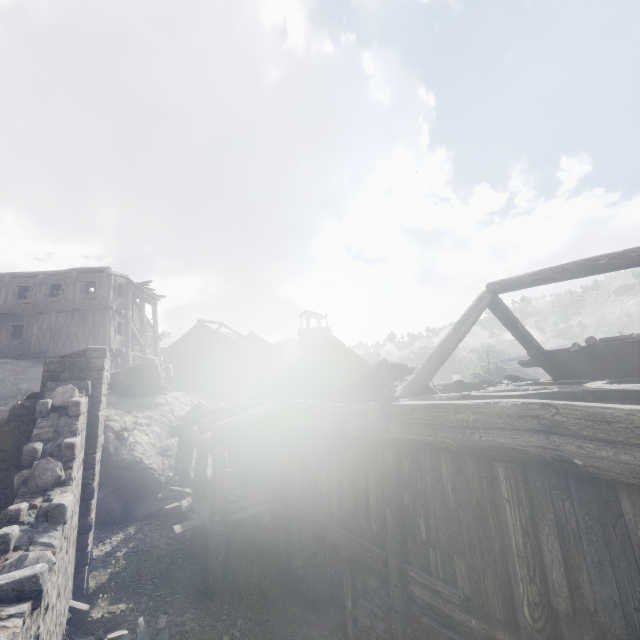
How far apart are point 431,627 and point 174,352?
35.5m

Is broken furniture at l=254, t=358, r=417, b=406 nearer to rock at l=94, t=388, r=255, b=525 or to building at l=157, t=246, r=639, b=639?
building at l=157, t=246, r=639, b=639

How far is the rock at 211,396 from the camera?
13.34m

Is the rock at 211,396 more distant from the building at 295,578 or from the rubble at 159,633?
the rubble at 159,633

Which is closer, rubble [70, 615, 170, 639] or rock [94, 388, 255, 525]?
rubble [70, 615, 170, 639]

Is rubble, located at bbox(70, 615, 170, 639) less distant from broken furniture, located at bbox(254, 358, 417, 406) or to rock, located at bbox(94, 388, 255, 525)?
broken furniture, located at bbox(254, 358, 417, 406)

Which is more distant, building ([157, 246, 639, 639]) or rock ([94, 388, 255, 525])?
rock ([94, 388, 255, 525])

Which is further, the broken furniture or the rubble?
the broken furniture
